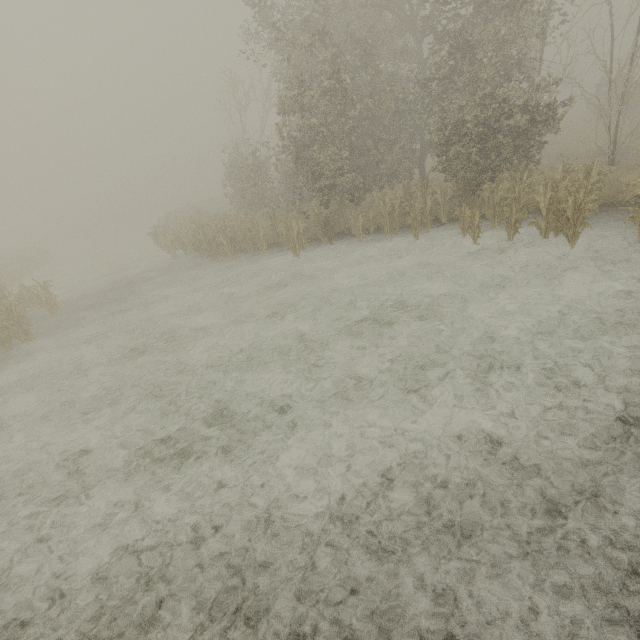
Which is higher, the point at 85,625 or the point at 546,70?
the point at 546,70
